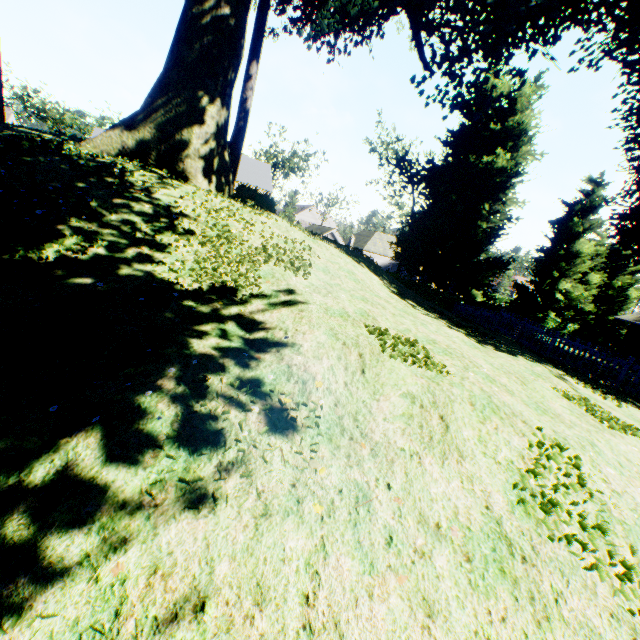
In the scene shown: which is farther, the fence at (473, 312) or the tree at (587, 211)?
the tree at (587, 211)

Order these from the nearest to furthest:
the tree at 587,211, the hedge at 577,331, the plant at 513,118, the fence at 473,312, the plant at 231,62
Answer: the plant at 231,62, the fence at 473,312, the plant at 513,118, the hedge at 577,331, the tree at 587,211

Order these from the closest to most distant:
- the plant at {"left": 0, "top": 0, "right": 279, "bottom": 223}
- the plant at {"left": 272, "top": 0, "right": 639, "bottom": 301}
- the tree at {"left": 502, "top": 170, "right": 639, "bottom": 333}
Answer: the plant at {"left": 0, "top": 0, "right": 279, "bottom": 223}
the plant at {"left": 272, "top": 0, "right": 639, "bottom": 301}
the tree at {"left": 502, "top": 170, "right": 639, "bottom": 333}

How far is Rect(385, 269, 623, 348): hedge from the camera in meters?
26.5

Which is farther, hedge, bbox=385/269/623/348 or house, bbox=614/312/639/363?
house, bbox=614/312/639/363

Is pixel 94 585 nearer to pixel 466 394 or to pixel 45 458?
pixel 45 458

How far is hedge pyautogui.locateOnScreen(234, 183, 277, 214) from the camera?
16.94m

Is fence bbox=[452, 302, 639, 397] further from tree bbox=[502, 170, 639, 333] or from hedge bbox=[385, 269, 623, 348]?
tree bbox=[502, 170, 639, 333]
